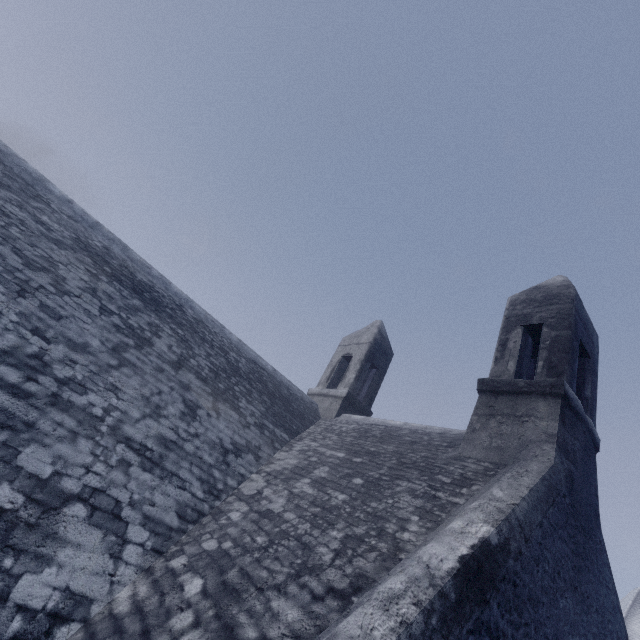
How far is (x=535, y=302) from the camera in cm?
653
